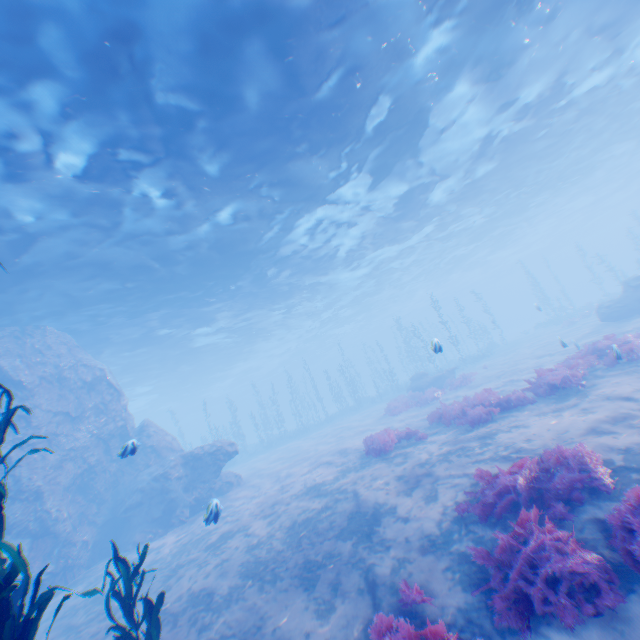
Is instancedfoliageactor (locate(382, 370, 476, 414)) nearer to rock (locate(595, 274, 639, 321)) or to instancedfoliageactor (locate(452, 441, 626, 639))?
rock (locate(595, 274, 639, 321))

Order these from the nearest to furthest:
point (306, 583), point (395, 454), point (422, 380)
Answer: point (306, 583) → point (395, 454) → point (422, 380)

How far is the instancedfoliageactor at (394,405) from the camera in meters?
20.0 m

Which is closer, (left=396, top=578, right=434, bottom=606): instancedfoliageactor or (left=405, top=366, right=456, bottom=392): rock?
(left=396, top=578, right=434, bottom=606): instancedfoliageactor

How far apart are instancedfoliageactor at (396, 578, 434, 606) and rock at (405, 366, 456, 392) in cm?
2013

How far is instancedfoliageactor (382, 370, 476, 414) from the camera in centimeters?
1997cm

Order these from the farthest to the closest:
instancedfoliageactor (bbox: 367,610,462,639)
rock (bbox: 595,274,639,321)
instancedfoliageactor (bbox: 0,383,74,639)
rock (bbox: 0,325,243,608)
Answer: rock (bbox: 595,274,639,321), rock (bbox: 0,325,243,608), instancedfoliageactor (bbox: 367,610,462,639), instancedfoliageactor (bbox: 0,383,74,639)

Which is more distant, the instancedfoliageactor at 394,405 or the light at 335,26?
the instancedfoliageactor at 394,405
